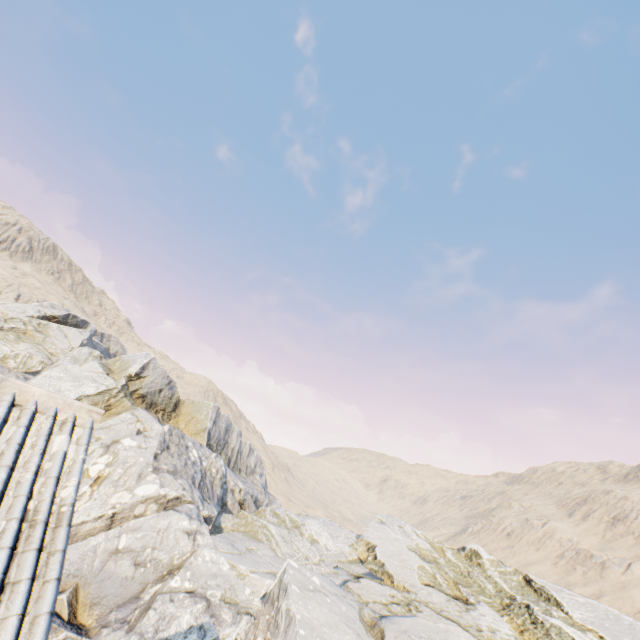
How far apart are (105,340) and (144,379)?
18.5m
